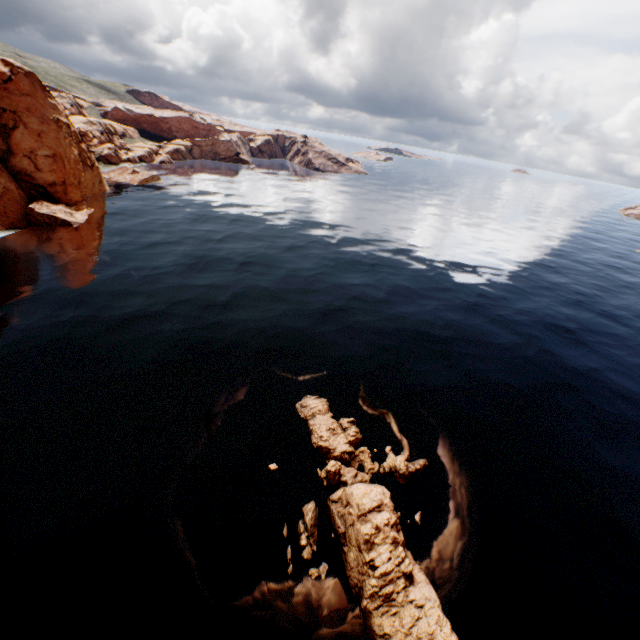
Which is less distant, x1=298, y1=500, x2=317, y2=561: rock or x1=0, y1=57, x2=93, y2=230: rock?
x1=298, y1=500, x2=317, y2=561: rock

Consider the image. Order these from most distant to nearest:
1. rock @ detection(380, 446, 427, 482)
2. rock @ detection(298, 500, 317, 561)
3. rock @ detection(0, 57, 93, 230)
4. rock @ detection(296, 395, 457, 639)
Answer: rock @ detection(0, 57, 93, 230) < rock @ detection(380, 446, 427, 482) < rock @ detection(298, 500, 317, 561) < rock @ detection(296, 395, 457, 639)

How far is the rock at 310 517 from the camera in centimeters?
1614cm

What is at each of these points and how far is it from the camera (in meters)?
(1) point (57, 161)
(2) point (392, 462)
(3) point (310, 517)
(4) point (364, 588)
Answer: (1) rock, 51.09
(2) rock, 21.06
(3) rock, 17.14
(4) rock, 14.51

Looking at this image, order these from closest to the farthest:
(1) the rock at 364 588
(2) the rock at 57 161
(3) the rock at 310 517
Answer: (1) the rock at 364 588 → (3) the rock at 310 517 → (2) the rock at 57 161

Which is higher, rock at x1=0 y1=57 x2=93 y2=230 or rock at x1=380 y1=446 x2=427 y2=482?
rock at x1=0 y1=57 x2=93 y2=230
